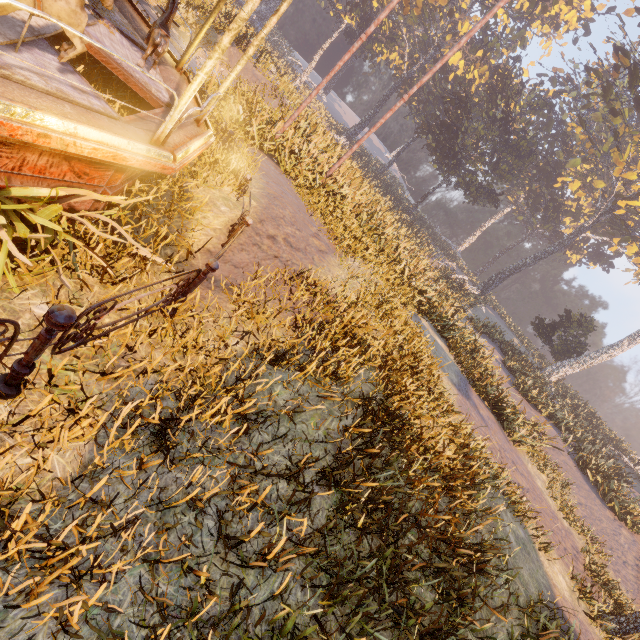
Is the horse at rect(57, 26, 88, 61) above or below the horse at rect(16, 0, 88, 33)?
below

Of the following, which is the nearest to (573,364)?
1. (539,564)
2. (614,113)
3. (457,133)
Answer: (614,113)

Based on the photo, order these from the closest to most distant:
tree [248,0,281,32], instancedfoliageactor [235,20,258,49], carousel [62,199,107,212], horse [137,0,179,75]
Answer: carousel [62,199,107,212] → horse [137,0,179,75] → instancedfoliageactor [235,20,258,49] → tree [248,0,281,32]

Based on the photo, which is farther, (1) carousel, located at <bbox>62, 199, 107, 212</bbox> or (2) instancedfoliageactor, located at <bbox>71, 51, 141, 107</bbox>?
(2) instancedfoliageactor, located at <bbox>71, 51, 141, 107</bbox>

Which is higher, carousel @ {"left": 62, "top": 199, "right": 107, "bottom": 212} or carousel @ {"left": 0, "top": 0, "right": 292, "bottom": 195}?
carousel @ {"left": 0, "top": 0, "right": 292, "bottom": 195}

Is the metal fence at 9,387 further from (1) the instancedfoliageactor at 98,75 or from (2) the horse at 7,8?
(2) the horse at 7,8

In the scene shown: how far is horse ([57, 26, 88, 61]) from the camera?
3.0 meters

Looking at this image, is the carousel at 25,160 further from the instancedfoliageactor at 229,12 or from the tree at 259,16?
the tree at 259,16
